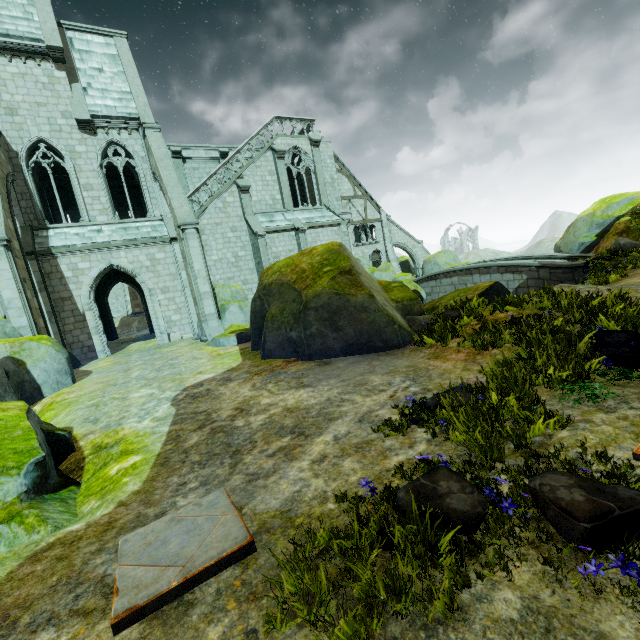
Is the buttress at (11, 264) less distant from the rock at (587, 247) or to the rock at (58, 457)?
the rock at (58, 457)

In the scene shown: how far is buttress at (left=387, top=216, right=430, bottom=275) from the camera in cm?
3325

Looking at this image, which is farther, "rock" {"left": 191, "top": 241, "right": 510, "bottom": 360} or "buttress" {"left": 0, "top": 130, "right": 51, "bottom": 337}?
"buttress" {"left": 0, "top": 130, "right": 51, "bottom": 337}

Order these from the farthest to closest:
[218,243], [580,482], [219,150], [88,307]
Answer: [219,150] < [218,243] < [88,307] < [580,482]

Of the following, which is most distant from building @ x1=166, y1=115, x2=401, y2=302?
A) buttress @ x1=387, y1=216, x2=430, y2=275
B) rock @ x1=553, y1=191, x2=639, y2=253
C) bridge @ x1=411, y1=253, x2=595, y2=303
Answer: bridge @ x1=411, y1=253, x2=595, y2=303

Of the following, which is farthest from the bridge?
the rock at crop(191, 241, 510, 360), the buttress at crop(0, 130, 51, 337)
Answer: the buttress at crop(0, 130, 51, 337)

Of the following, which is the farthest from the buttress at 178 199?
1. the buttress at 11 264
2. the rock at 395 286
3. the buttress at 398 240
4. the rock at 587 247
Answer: the buttress at 398 240

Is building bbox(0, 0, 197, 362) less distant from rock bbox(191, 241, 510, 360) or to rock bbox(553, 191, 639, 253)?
rock bbox(191, 241, 510, 360)
